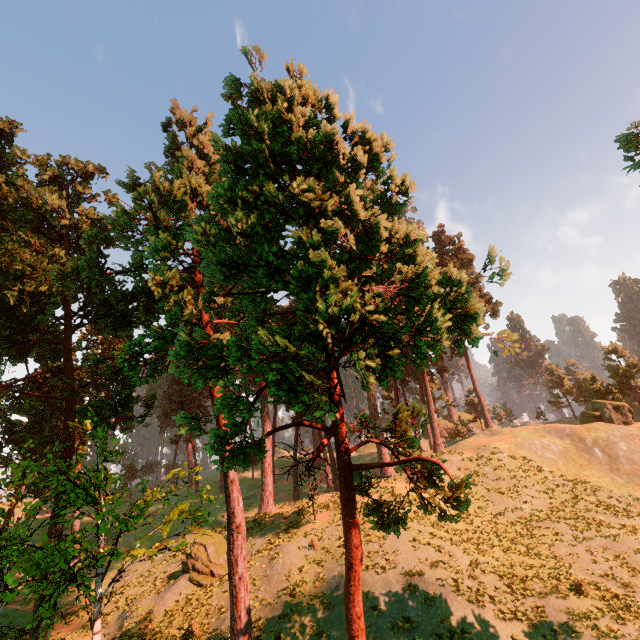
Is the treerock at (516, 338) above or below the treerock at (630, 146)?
below

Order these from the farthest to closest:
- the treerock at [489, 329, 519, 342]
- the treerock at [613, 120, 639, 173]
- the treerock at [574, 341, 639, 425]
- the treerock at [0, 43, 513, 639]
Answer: the treerock at [574, 341, 639, 425]
the treerock at [613, 120, 639, 173]
the treerock at [489, 329, 519, 342]
the treerock at [0, 43, 513, 639]

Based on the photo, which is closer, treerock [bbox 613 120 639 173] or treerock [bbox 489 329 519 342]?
treerock [bbox 489 329 519 342]

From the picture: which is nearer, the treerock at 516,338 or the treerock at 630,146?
the treerock at 516,338

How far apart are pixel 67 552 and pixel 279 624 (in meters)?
11.00

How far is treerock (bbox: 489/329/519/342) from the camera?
8.2m
